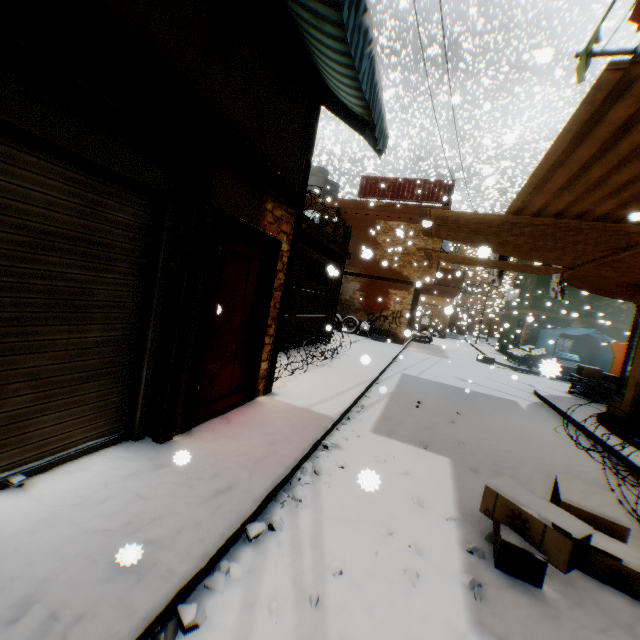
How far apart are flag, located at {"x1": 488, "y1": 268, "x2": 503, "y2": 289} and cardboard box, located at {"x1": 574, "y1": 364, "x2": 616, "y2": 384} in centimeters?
109cm

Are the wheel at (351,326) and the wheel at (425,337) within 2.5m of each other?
no

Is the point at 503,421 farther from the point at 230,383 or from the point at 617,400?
the point at 230,383

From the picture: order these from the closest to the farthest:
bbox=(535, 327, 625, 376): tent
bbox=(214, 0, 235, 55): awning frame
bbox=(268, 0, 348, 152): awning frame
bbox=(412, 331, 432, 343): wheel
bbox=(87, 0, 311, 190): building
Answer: bbox=(87, 0, 311, 190): building
bbox=(214, 0, 235, 55): awning frame
bbox=(268, 0, 348, 152): awning frame
bbox=(535, 327, 625, 376): tent
bbox=(412, 331, 432, 343): wheel

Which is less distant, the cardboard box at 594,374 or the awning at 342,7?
the awning at 342,7

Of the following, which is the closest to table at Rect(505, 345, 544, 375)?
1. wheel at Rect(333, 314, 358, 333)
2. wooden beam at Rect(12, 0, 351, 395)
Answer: wooden beam at Rect(12, 0, 351, 395)

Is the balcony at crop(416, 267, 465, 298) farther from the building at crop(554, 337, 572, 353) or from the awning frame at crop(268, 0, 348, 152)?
the awning frame at crop(268, 0, 348, 152)

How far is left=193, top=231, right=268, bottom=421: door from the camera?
3.88m
